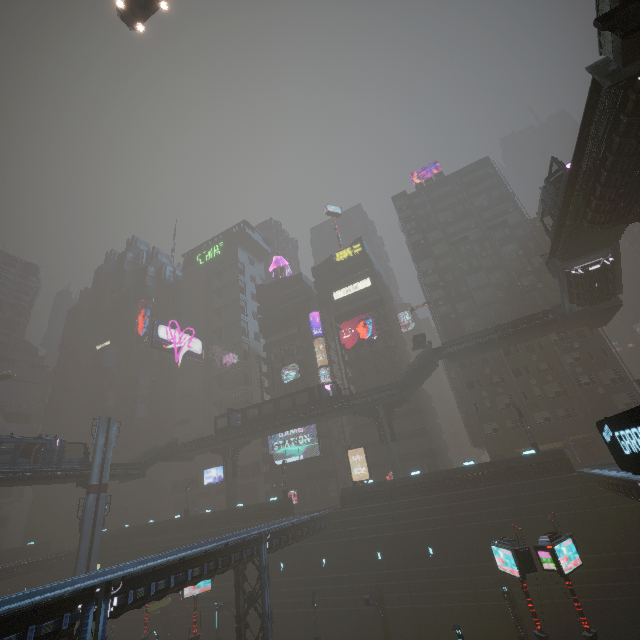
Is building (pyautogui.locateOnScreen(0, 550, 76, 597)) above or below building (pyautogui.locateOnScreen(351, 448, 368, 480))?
below

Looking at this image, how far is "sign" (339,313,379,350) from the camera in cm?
5312

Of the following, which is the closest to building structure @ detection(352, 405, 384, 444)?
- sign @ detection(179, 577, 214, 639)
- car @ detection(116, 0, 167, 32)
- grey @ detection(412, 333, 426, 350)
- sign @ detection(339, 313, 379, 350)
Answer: grey @ detection(412, 333, 426, 350)

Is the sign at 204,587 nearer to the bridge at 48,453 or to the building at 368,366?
the building at 368,366

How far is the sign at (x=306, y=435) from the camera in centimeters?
5228cm

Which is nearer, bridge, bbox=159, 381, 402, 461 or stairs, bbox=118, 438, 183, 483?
bridge, bbox=159, 381, 402, 461

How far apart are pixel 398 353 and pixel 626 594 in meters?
34.9

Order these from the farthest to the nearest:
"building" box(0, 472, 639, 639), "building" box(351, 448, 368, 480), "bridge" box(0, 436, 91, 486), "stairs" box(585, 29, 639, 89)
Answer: "building" box(351, 448, 368, 480) → "bridge" box(0, 436, 91, 486) → "building" box(0, 472, 639, 639) → "stairs" box(585, 29, 639, 89)
